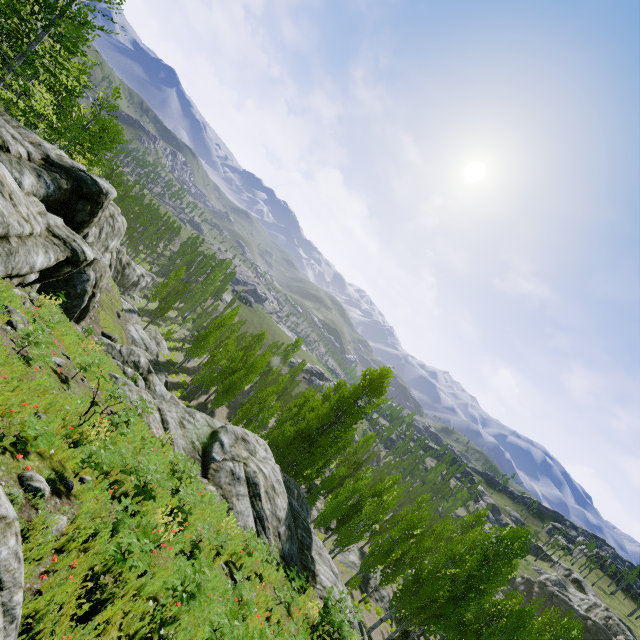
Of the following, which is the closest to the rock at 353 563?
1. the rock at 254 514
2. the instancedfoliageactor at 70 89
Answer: the instancedfoliageactor at 70 89

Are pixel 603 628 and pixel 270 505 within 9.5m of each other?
no

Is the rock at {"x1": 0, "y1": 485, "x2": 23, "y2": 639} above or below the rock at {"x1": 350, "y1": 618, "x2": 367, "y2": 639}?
above

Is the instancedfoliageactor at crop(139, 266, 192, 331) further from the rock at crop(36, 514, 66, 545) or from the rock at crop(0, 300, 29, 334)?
the rock at crop(0, 300, 29, 334)

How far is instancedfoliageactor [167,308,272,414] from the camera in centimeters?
3334cm

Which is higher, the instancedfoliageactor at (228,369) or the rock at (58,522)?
the rock at (58,522)

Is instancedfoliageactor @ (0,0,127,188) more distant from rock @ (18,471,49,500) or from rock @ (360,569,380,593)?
rock @ (18,471,49,500)

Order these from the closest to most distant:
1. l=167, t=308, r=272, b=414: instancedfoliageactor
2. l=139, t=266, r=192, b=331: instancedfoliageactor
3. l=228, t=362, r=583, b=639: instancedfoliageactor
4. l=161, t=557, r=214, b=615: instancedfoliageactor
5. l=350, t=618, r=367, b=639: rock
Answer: l=161, t=557, r=214, b=615: instancedfoliageactor → l=350, t=618, r=367, b=639: rock → l=228, t=362, r=583, b=639: instancedfoliageactor → l=167, t=308, r=272, b=414: instancedfoliageactor → l=139, t=266, r=192, b=331: instancedfoliageactor
